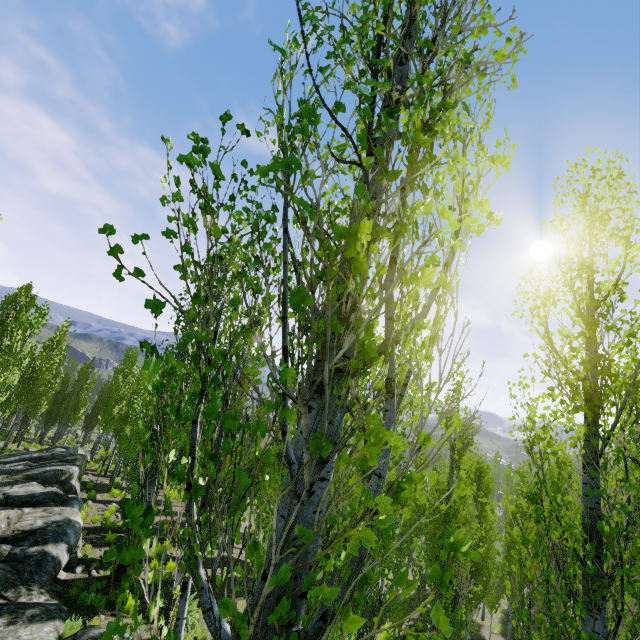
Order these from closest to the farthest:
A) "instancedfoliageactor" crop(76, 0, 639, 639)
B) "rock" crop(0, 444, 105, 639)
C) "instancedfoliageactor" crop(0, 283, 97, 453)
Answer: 1. "instancedfoliageactor" crop(76, 0, 639, 639)
2. "rock" crop(0, 444, 105, 639)
3. "instancedfoliageactor" crop(0, 283, 97, 453)

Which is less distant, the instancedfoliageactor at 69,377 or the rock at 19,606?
the rock at 19,606

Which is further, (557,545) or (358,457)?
(557,545)

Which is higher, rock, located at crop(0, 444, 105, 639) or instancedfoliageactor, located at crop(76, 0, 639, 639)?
instancedfoliageactor, located at crop(76, 0, 639, 639)

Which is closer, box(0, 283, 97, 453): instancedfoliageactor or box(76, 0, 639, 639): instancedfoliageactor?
box(76, 0, 639, 639): instancedfoliageactor

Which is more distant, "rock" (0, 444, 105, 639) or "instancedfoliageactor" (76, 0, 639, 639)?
"rock" (0, 444, 105, 639)
